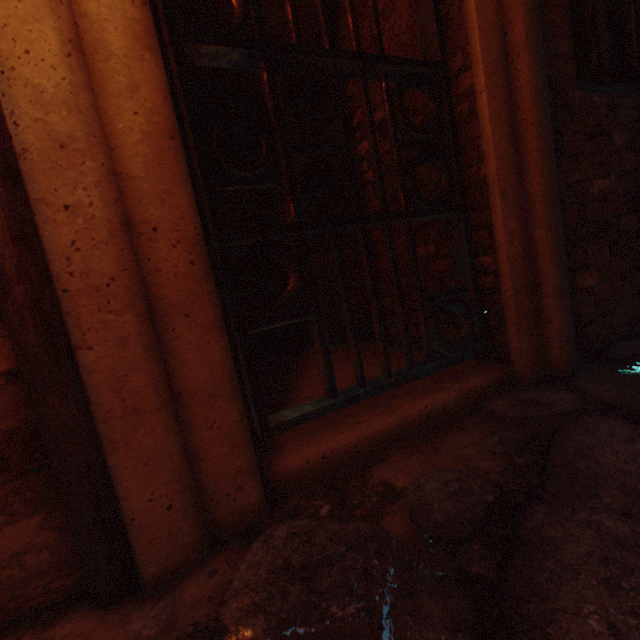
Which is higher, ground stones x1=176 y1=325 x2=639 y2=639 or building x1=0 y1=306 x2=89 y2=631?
building x1=0 y1=306 x2=89 y2=631

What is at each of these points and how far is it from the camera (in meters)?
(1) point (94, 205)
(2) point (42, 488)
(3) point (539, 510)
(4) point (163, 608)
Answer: (1) building, 0.78
(2) building, 0.84
(3) ground stones, 0.85
(4) ground stones, 0.76

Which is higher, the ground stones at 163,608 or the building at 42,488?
the building at 42,488
